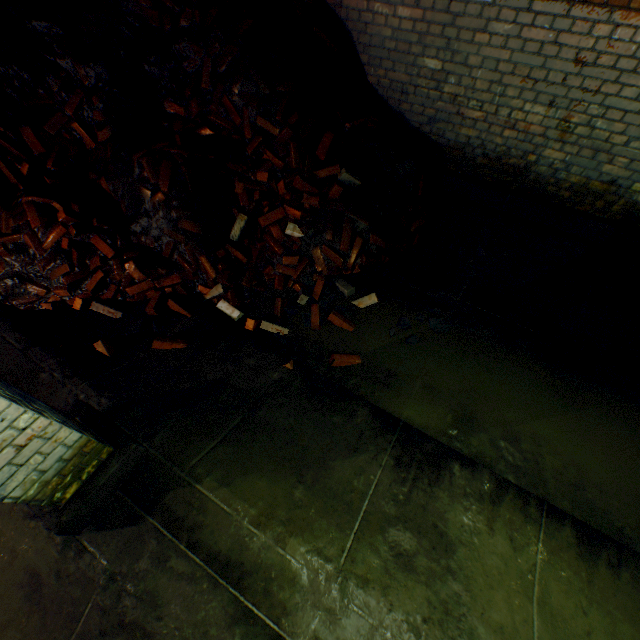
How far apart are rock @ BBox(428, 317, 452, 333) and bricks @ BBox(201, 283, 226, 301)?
2.2 meters

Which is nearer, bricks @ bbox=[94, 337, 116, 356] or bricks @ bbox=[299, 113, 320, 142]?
bricks @ bbox=[94, 337, 116, 356]

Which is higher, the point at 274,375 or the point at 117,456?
the point at 117,456

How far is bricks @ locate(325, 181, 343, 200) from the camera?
3.74m

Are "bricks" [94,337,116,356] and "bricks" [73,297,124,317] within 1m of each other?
yes

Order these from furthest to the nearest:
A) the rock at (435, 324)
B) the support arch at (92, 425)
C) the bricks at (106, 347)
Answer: the rock at (435, 324)
the bricks at (106, 347)
the support arch at (92, 425)

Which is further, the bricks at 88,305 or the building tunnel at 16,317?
the bricks at 88,305

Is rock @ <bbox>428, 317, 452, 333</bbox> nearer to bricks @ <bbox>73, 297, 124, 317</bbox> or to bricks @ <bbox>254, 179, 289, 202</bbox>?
bricks @ <bbox>254, 179, 289, 202</bbox>
